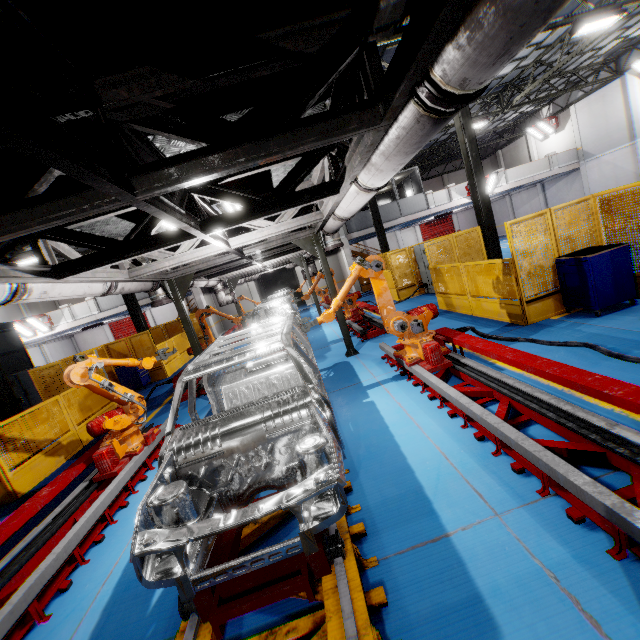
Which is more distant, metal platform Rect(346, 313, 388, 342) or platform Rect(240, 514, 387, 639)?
metal platform Rect(346, 313, 388, 342)

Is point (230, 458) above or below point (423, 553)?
above

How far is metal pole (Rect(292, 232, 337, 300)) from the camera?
8.3 meters

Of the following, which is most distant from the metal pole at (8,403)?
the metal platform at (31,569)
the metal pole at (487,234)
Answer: the metal pole at (487,234)

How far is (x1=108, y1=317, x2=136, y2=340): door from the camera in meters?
32.8 m

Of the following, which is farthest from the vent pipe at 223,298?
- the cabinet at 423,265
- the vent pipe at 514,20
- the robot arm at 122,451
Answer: the cabinet at 423,265

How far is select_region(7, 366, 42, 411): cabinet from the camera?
13.5m

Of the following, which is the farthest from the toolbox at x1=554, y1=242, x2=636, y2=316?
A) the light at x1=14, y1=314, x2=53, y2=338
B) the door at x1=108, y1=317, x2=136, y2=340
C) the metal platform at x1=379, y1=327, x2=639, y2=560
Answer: the door at x1=108, y1=317, x2=136, y2=340
